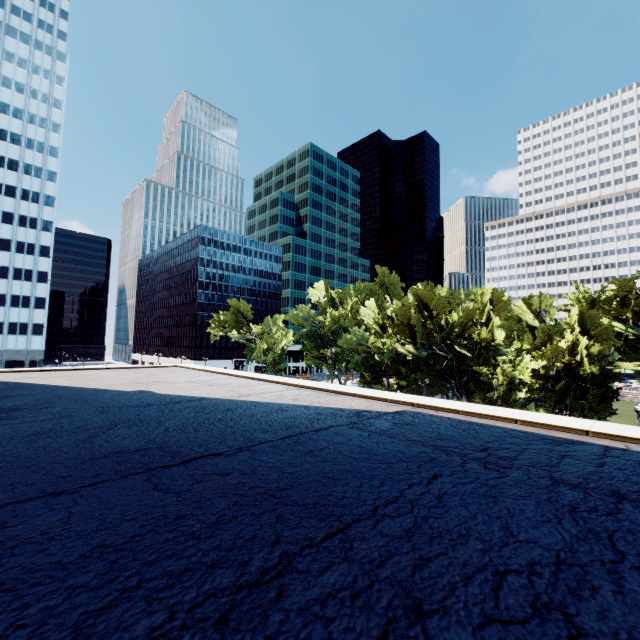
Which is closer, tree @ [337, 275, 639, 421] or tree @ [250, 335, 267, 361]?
tree @ [337, 275, 639, 421]

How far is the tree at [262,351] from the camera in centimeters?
5720cm

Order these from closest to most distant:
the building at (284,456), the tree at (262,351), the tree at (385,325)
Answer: the building at (284,456)
the tree at (385,325)
the tree at (262,351)

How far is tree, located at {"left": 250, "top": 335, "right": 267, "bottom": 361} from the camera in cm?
5720

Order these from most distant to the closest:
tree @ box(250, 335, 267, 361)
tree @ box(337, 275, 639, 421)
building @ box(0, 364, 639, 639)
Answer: tree @ box(250, 335, 267, 361) → tree @ box(337, 275, 639, 421) → building @ box(0, 364, 639, 639)

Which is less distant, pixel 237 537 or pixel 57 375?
pixel 237 537

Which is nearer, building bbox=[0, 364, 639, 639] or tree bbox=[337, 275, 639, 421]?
building bbox=[0, 364, 639, 639]
